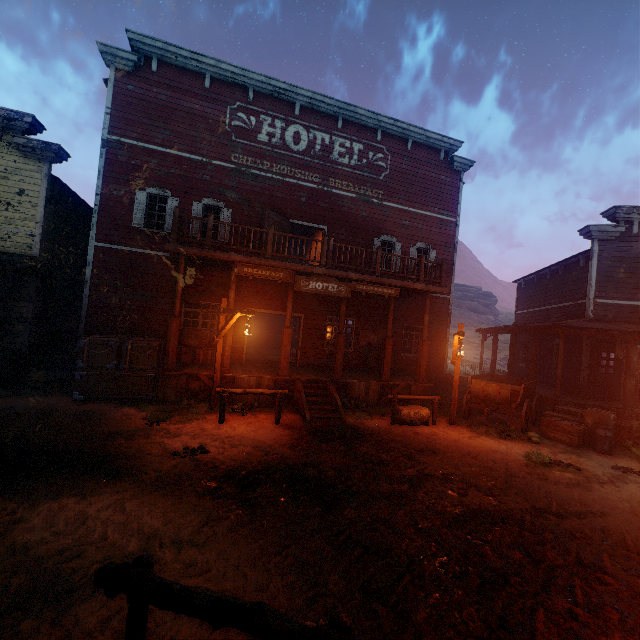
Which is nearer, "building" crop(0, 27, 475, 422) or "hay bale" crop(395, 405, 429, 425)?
"hay bale" crop(395, 405, 429, 425)

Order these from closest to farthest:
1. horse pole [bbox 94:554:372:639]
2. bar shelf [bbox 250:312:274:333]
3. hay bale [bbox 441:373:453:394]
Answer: horse pole [bbox 94:554:372:639]
hay bale [bbox 441:373:453:394]
bar shelf [bbox 250:312:274:333]

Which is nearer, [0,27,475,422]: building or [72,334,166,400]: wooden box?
[72,334,166,400]: wooden box

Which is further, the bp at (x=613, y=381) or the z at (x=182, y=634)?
the bp at (x=613, y=381)

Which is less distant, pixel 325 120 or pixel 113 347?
pixel 113 347

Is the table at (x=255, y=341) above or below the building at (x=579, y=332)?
below

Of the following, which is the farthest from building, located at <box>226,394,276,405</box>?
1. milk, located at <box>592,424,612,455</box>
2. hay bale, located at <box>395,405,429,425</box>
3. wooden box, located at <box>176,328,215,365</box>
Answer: milk, located at <box>592,424,612,455</box>

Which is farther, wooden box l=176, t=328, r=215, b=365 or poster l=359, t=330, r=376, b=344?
poster l=359, t=330, r=376, b=344
